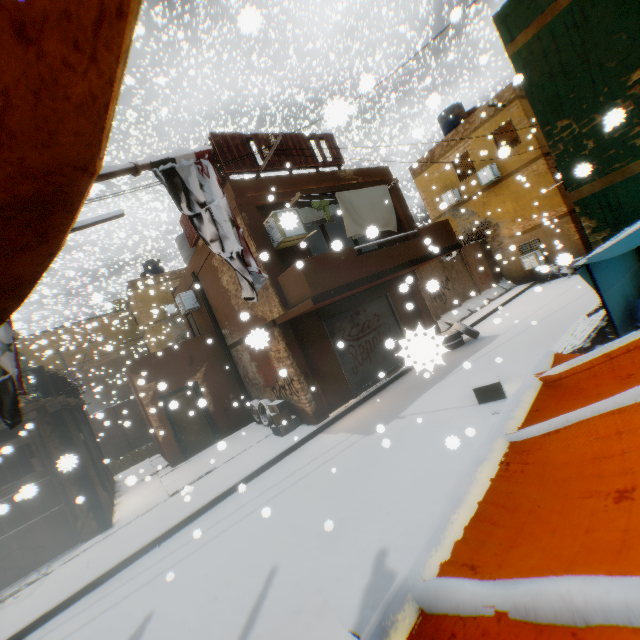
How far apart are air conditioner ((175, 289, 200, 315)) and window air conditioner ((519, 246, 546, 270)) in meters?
17.1 m

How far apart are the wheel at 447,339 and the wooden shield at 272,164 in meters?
1.8 m

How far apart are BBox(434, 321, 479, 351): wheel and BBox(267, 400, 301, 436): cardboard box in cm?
531

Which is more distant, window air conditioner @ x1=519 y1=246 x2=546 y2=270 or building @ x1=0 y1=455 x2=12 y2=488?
window air conditioner @ x1=519 y1=246 x2=546 y2=270

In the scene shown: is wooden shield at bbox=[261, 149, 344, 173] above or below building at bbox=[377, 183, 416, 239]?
above

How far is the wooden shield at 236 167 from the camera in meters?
8.8 m

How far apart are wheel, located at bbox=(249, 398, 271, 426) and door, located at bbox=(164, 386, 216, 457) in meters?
0.1

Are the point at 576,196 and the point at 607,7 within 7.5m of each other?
yes
